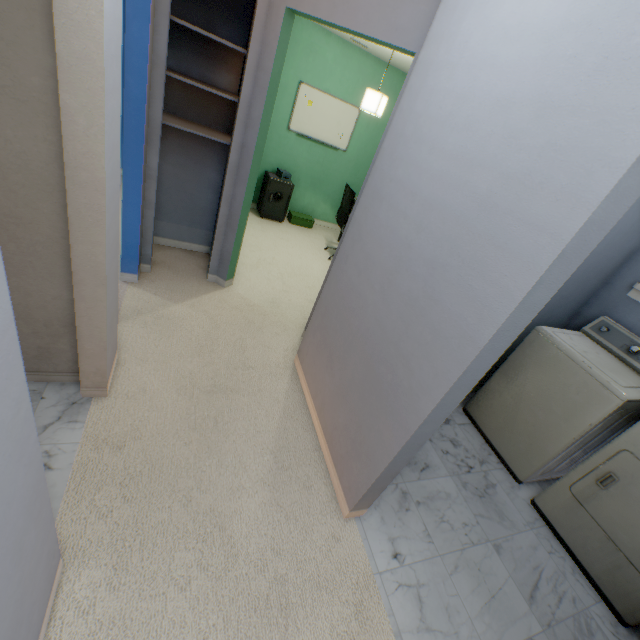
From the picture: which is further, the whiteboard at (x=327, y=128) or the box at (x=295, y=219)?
the box at (x=295, y=219)

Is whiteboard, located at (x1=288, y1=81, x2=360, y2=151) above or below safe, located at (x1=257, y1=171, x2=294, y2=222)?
above

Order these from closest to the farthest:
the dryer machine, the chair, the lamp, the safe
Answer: the dryer machine → the lamp → the chair → the safe

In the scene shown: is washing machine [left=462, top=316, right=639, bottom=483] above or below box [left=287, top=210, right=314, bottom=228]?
above

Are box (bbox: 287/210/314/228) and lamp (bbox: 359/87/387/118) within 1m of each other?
no

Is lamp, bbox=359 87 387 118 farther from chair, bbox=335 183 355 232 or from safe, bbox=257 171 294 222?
safe, bbox=257 171 294 222

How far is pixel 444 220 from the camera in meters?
1.3 m

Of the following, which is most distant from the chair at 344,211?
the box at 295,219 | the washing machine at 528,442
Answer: the washing machine at 528,442
